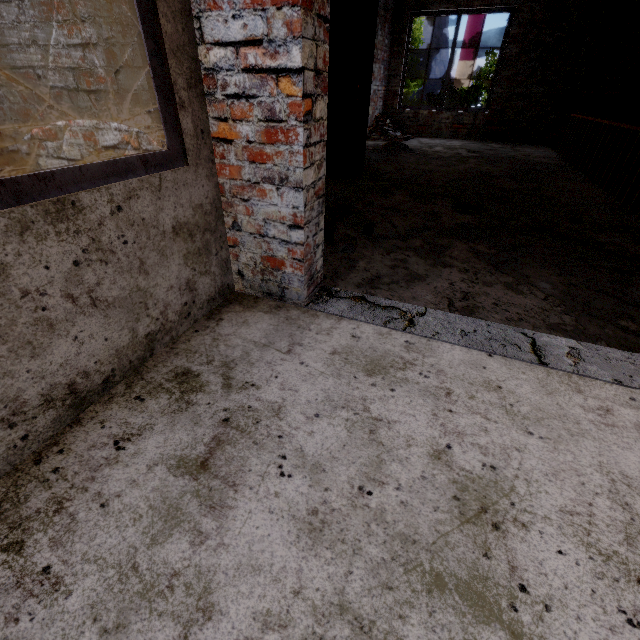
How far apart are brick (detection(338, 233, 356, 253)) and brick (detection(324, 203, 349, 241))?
0.6 meters

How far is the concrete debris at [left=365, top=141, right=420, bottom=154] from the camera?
7.24m

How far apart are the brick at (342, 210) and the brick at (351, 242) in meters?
0.6

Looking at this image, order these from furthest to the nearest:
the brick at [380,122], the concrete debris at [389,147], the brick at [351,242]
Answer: the brick at [380,122]
the concrete debris at [389,147]
the brick at [351,242]

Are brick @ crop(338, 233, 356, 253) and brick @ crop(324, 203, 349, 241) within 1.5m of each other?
yes

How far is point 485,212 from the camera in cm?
368

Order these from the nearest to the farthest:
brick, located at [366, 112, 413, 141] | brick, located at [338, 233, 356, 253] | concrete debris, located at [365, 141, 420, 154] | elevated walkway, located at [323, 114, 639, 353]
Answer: elevated walkway, located at [323, 114, 639, 353]
brick, located at [338, 233, 356, 253]
concrete debris, located at [365, 141, 420, 154]
brick, located at [366, 112, 413, 141]

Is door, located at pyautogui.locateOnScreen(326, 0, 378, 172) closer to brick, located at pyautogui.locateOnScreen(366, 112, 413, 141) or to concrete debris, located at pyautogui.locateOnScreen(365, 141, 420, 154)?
concrete debris, located at pyautogui.locateOnScreen(365, 141, 420, 154)
